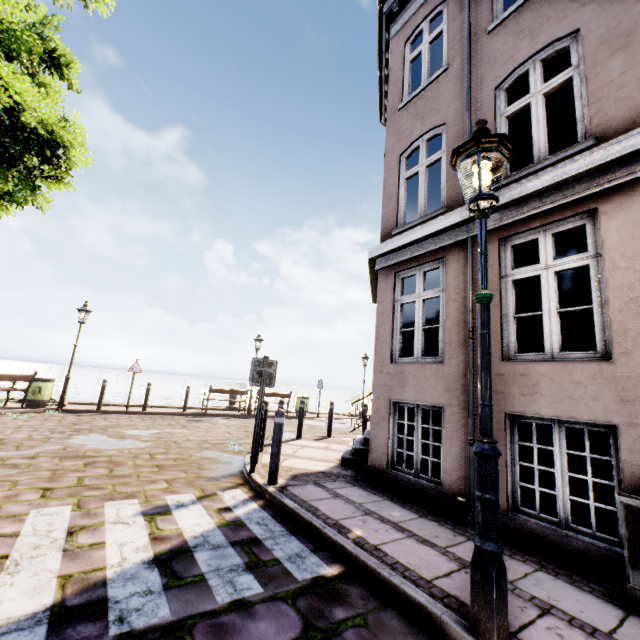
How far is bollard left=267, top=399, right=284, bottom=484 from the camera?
5.0 meters

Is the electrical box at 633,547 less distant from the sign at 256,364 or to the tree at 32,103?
the sign at 256,364

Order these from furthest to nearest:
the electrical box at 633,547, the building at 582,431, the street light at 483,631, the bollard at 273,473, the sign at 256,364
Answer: the sign at 256,364 → the bollard at 273,473 → the building at 582,431 → the electrical box at 633,547 → the street light at 483,631

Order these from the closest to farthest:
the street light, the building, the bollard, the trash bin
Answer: the street light
the building
the bollard
the trash bin

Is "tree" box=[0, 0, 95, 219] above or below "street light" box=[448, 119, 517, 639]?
above

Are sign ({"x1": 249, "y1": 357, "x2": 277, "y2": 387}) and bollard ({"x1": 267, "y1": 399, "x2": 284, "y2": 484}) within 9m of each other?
yes

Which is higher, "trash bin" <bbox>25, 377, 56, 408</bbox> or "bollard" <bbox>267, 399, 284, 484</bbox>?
"trash bin" <bbox>25, 377, 56, 408</bbox>

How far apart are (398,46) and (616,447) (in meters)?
8.99
